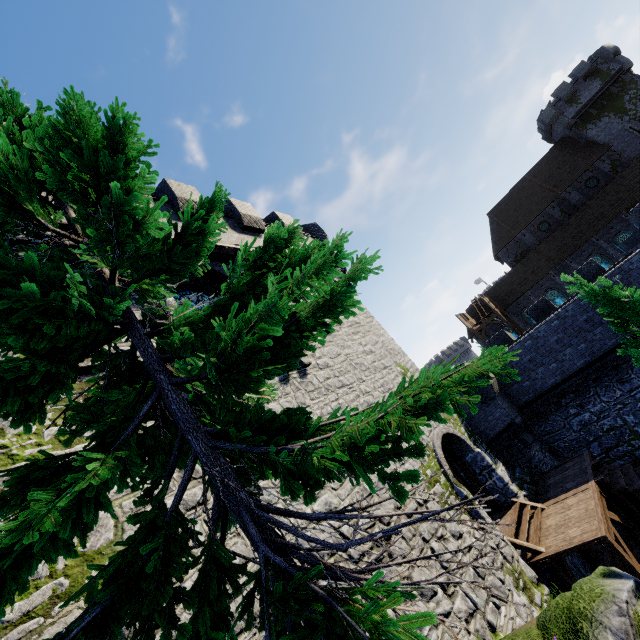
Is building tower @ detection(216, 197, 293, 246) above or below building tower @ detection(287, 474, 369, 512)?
above

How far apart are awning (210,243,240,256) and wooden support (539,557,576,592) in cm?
1307

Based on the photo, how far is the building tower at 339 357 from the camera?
9.7 meters

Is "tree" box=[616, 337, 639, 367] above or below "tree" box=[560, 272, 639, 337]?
below

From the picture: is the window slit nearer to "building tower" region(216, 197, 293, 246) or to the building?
"building tower" region(216, 197, 293, 246)

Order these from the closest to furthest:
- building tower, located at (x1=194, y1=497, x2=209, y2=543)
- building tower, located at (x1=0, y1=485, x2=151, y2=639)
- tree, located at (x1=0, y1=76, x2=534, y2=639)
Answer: tree, located at (x1=0, y1=76, x2=534, y2=639) < building tower, located at (x1=0, y1=485, x2=151, y2=639) < building tower, located at (x1=194, y1=497, x2=209, y2=543)

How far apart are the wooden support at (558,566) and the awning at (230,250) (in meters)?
13.07

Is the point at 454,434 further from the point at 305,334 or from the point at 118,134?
the point at 118,134
